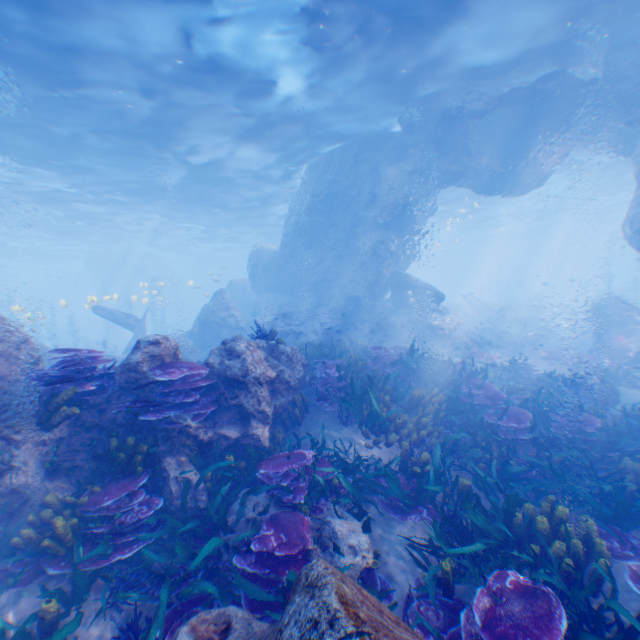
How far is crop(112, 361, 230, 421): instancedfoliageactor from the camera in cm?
551

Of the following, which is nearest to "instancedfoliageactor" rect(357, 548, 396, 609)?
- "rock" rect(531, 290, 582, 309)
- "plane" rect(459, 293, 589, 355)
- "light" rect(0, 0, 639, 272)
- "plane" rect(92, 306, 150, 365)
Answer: "plane" rect(92, 306, 150, 365)

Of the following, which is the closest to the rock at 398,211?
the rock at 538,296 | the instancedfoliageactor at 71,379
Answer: the instancedfoliageactor at 71,379

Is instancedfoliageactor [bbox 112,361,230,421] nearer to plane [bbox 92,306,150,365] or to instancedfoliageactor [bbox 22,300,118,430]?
instancedfoliageactor [bbox 22,300,118,430]

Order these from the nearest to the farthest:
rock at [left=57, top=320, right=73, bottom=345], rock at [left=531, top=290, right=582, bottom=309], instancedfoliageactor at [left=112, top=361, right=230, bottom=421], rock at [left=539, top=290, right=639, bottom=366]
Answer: instancedfoliageactor at [left=112, top=361, right=230, bottom=421] → rock at [left=539, top=290, right=639, bottom=366] → rock at [left=531, top=290, right=582, bottom=309] → rock at [left=57, top=320, right=73, bottom=345]

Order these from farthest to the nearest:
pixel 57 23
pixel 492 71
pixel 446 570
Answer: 1. pixel 492 71
2. pixel 57 23
3. pixel 446 570

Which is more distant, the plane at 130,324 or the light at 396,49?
the plane at 130,324

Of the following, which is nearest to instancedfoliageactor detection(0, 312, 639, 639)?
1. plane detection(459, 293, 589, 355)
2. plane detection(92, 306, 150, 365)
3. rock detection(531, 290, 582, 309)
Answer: plane detection(92, 306, 150, 365)
